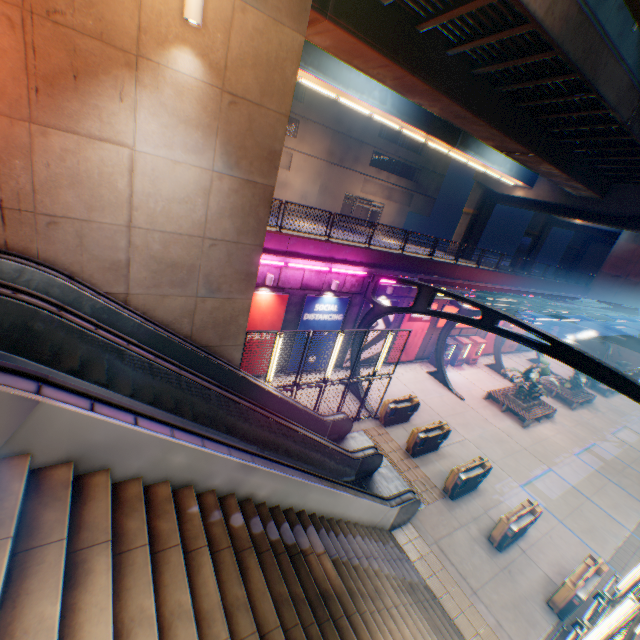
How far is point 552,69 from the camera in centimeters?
1237cm

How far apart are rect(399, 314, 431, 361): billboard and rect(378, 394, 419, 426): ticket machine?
4.6m

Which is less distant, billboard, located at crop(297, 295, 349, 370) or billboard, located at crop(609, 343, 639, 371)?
billboard, located at crop(297, 295, 349, 370)

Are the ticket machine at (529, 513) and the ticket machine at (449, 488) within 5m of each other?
yes

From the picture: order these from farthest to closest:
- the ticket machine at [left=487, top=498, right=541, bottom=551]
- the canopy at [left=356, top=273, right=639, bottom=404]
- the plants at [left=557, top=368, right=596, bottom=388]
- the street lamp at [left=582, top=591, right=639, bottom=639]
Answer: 1. the plants at [left=557, top=368, right=596, bottom=388]
2. the ticket machine at [left=487, top=498, right=541, bottom=551]
3. the canopy at [left=356, top=273, right=639, bottom=404]
4. the street lamp at [left=582, top=591, right=639, bottom=639]

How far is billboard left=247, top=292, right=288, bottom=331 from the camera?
13.9 meters

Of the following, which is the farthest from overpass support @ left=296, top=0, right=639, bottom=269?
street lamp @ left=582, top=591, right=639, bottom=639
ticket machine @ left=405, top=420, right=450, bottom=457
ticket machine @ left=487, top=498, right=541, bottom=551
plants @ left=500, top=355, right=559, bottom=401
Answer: ticket machine @ left=405, top=420, right=450, bottom=457

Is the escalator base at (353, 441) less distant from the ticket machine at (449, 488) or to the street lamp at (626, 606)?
the ticket machine at (449, 488)
